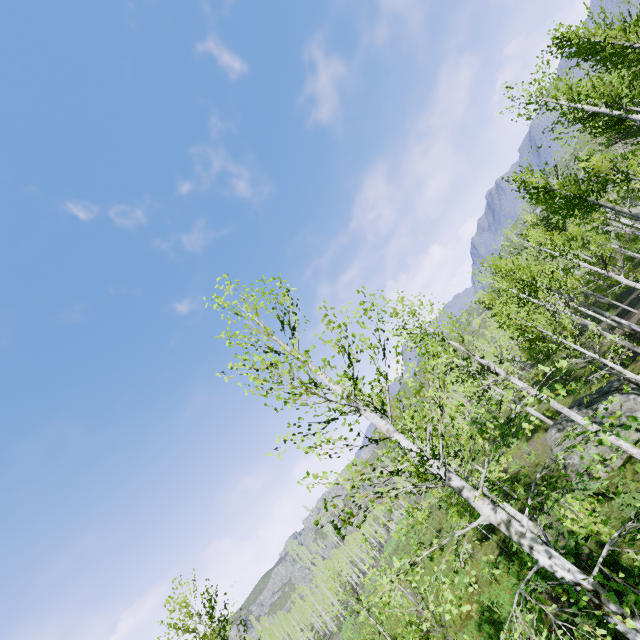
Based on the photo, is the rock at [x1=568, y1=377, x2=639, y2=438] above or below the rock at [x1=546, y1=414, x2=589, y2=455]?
below

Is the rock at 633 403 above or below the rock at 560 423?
below

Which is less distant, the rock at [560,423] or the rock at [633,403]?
the rock at [633,403]

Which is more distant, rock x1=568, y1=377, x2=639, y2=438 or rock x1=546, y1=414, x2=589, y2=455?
rock x1=546, y1=414, x2=589, y2=455

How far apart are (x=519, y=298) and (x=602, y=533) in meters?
11.1 m

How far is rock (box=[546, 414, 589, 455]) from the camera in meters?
16.9 m
